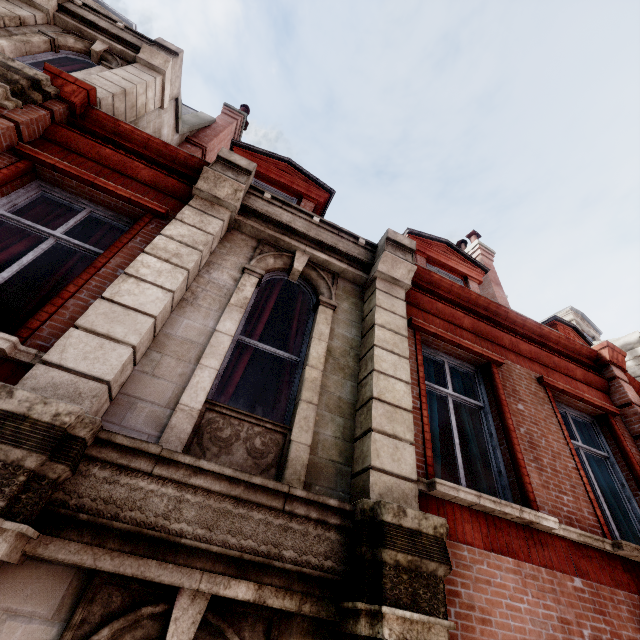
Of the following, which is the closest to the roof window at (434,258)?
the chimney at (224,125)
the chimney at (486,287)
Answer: the chimney at (486,287)

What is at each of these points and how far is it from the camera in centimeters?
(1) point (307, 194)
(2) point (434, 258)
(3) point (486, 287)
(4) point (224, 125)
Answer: (1) roof window, 732cm
(2) roof window, 802cm
(3) chimney, 1007cm
(4) chimney, 1083cm

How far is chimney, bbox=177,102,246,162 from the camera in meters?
9.2 m

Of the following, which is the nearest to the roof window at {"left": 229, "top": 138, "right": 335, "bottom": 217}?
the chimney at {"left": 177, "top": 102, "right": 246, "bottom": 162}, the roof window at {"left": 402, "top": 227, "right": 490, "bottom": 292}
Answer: the chimney at {"left": 177, "top": 102, "right": 246, "bottom": 162}

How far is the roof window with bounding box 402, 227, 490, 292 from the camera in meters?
8.0 m

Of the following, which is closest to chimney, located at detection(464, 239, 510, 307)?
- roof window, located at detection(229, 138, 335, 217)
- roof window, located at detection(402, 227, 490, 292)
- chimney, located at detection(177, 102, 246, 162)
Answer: roof window, located at detection(402, 227, 490, 292)

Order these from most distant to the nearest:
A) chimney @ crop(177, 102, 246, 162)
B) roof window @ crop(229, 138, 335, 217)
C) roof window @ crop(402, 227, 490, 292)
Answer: chimney @ crop(177, 102, 246, 162)
roof window @ crop(402, 227, 490, 292)
roof window @ crop(229, 138, 335, 217)

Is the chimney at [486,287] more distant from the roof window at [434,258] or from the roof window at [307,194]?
the roof window at [307,194]
